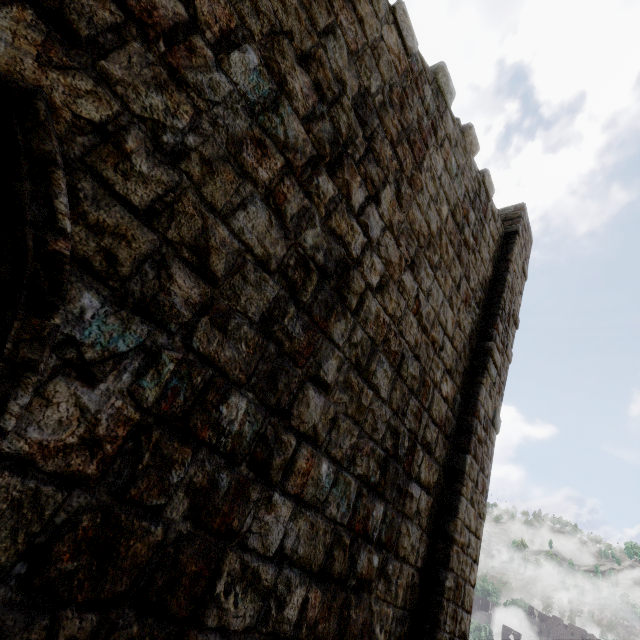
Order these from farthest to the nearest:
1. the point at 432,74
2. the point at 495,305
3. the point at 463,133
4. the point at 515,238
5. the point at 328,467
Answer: the point at 515,238 < the point at 495,305 < the point at 463,133 < the point at 432,74 < the point at 328,467
